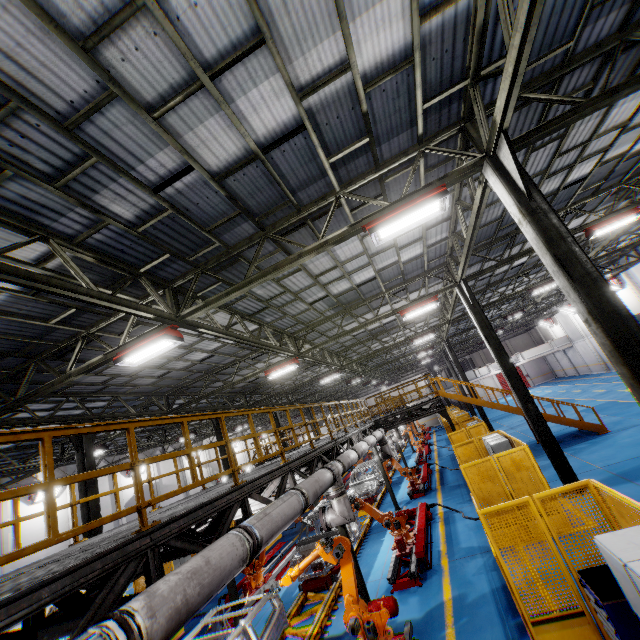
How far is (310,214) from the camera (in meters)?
7.26

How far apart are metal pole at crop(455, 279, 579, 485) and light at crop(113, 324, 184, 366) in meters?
10.2 m

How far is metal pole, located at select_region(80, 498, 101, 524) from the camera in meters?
11.0 m

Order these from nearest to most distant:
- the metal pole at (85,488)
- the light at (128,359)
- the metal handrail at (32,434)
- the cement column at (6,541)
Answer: the metal handrail at (32,434) → the light at (128,359) → the metal pole at (85,488) → the cement column at (6,541)

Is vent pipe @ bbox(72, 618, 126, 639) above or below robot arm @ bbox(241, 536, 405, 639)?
above

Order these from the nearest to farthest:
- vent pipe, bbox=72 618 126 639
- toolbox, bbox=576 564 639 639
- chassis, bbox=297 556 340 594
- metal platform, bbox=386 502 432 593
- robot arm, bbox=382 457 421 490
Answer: vent pipe, bbox=72 618 126 639, toolbox, bbox=576 564 639 639, metal platform, bbox=386 502 432 593, chassis, bbox=297 556 340 594, robot arm, bbox=382 457 421 490

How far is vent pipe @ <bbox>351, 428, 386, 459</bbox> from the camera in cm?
1146

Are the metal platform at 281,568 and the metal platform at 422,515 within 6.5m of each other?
yes
